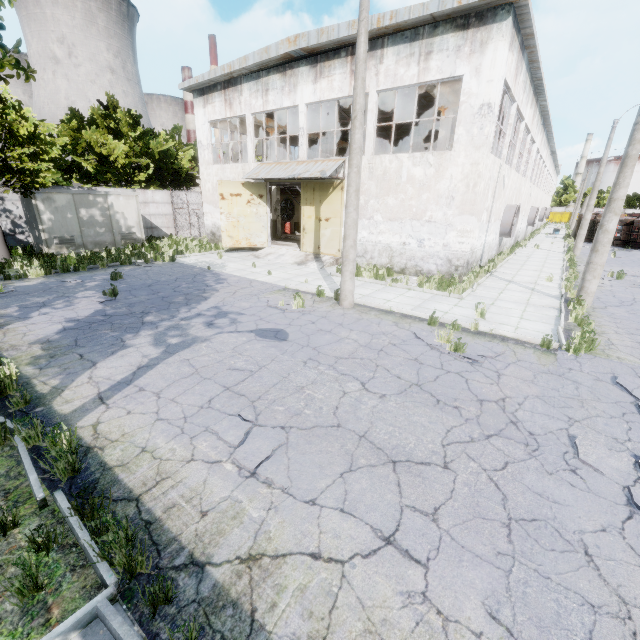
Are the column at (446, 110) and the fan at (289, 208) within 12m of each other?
no

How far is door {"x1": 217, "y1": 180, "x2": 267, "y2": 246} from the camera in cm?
1902

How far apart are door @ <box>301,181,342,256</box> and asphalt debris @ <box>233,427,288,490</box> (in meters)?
13.48

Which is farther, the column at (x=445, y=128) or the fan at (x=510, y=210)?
the fan at (x=510, y=210)

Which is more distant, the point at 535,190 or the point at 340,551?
the point at 535,190

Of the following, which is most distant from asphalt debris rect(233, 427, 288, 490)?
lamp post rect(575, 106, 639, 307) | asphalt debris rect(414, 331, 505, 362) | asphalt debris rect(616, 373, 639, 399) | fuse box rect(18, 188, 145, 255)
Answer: fuse box rect(18, 188, 145, 255)

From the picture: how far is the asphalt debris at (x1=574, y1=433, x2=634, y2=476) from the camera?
4.3m

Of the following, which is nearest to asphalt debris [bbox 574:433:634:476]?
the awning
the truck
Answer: the awning
